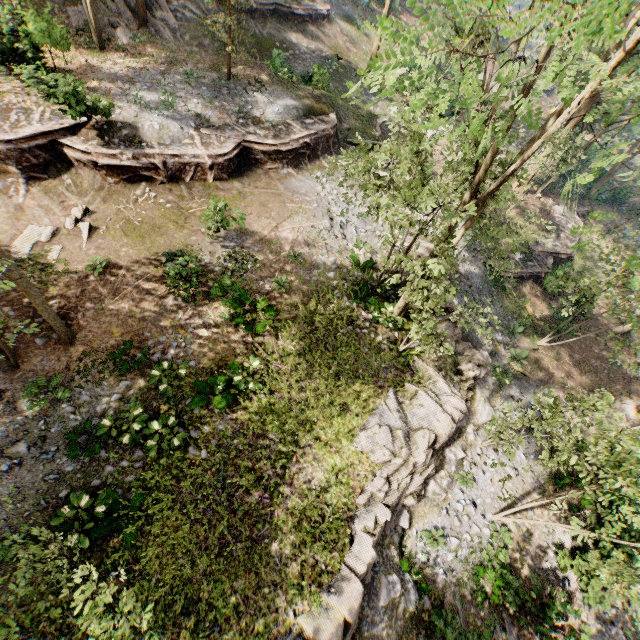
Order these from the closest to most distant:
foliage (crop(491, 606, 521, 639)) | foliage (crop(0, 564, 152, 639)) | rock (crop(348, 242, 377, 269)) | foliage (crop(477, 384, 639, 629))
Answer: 1. foliage (crop(0, 564, 152, 639))
2. foliage (crop(477, 384, 639, 629))
3. foliage (crop(491, 606, 521, 639))
4. rock (crop(348, 242, 377, 269))

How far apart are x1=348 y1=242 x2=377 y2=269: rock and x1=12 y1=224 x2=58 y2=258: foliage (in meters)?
13.48

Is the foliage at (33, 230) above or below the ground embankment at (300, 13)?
below

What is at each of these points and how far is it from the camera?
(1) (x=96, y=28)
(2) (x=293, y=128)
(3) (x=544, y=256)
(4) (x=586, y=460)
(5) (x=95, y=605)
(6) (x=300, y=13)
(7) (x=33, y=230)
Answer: (1) foliage, 18.4 meters
(2) ground embankment, 20.7 meters
(3) ground embankment, 26.5 meters
(4) foliage, 17.5 meters
(5) foliage, 4.9 meters
(6) ground embankment, 27.8 meters
(7) foliage, 13.3 meters

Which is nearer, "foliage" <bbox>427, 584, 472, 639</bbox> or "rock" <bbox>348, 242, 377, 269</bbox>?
"foliage" <bbox>427, 584, 472, 639</bbox>

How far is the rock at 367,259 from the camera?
18.30m

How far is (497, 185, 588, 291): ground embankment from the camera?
24.83m
